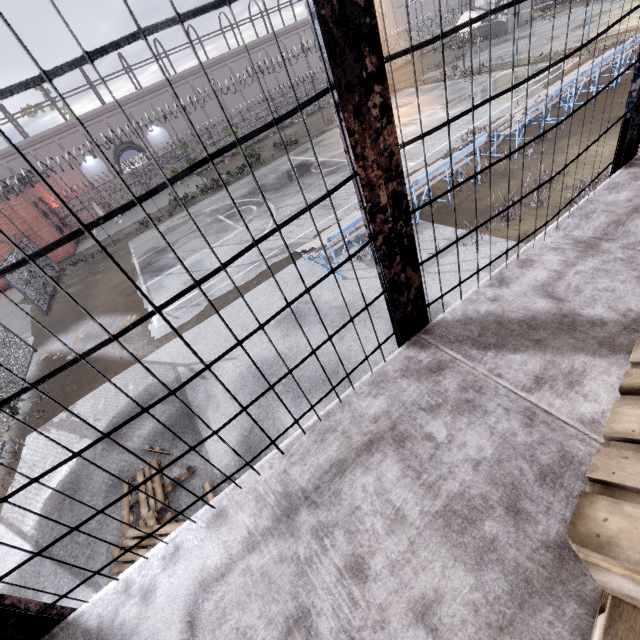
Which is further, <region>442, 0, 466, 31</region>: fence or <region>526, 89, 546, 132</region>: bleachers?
<region>442, 0, 466, 31</region>: fence

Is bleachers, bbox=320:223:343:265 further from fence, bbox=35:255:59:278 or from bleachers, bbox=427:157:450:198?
fence, bbox=35:255:59:278

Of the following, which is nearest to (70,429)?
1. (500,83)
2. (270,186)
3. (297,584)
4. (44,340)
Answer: (44,340)

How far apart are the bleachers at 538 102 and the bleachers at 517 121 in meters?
0.1

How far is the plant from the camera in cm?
2456

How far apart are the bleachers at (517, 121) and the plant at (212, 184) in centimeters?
2058cm

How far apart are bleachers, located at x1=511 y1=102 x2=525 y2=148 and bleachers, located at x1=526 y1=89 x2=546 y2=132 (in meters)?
0.09

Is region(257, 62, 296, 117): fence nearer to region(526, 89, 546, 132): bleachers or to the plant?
the plant
